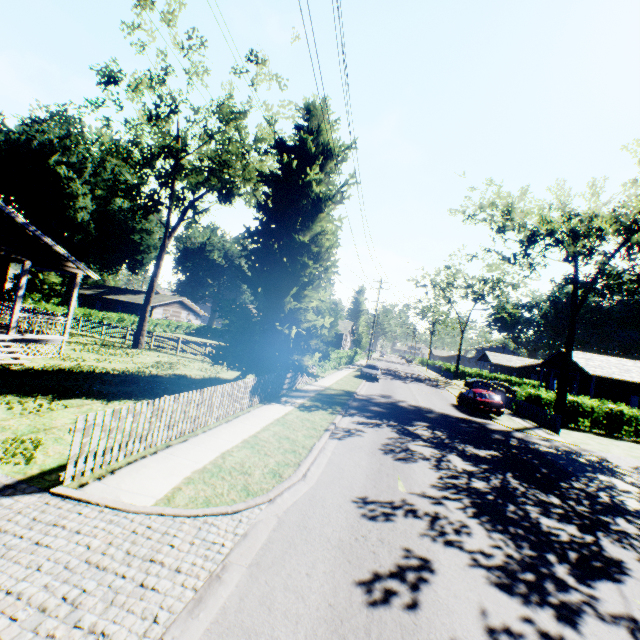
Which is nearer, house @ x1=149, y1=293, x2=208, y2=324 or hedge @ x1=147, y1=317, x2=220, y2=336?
hedge @ x1=147, y1=317, x2=220, y2=336

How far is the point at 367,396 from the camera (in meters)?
21.89

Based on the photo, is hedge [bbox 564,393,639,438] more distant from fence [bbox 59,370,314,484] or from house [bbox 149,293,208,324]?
house [bbox 149,293,208,324]

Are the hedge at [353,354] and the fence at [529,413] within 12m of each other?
no

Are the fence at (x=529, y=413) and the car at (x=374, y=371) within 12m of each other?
yes

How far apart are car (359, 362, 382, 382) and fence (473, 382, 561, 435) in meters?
10.9

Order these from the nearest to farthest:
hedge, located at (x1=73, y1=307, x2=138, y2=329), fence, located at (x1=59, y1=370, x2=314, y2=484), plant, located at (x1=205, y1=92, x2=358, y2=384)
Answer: fence, located at (x1=59, y1=370, x2=314, y2=484) → plant, located at (x1=205, y1=92, x2=358, y2=384) → hedge, located at (x1=73, y1=307, x2=138, y2=329)

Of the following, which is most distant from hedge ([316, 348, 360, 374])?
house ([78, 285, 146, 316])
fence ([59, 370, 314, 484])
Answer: house ([78, 285, 146, 316])
